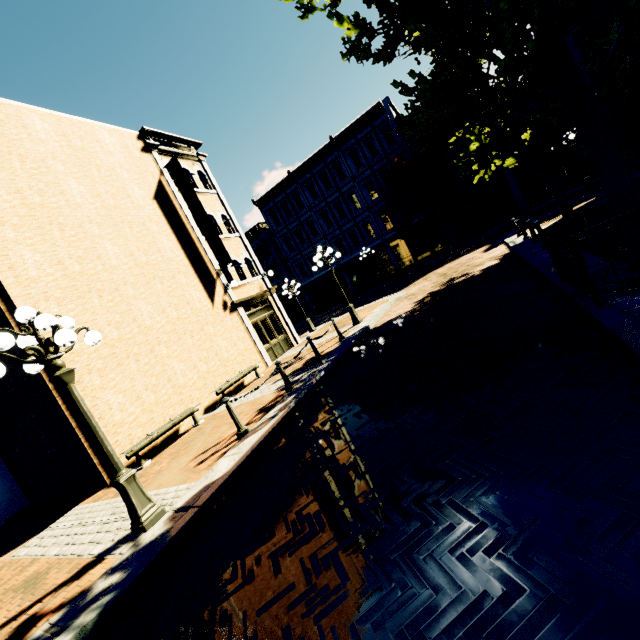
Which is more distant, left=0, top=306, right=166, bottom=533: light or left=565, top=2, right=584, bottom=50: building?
left=565, top=2, right=584, bottom=50: building

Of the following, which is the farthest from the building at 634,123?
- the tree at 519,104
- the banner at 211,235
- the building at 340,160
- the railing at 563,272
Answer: the banner at 211,235

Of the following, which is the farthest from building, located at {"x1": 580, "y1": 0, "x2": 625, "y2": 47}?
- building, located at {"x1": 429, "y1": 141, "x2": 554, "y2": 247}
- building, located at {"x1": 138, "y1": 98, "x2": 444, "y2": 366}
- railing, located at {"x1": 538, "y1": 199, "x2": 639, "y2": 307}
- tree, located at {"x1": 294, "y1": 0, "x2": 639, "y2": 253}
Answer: building, located at {"x1": 138, "y1": 98, "x2": 444, "y2": 366}

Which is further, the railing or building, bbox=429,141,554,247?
building, bbox=429,141,554,247

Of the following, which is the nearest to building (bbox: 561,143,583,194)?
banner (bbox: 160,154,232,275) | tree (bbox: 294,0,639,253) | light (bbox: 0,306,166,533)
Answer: tree (bbox: 294,0,639,253)

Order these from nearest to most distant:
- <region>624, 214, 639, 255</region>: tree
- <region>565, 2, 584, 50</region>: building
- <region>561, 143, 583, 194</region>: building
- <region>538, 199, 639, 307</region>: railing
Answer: <region>538, 199, 639, 307</region>: railing
<region>624, 214, 639, 255</region>: tree
<region>565, 2, 584, 50</region>: building
<region>561, 143, 583, 194</region>: building

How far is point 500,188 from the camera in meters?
24.3

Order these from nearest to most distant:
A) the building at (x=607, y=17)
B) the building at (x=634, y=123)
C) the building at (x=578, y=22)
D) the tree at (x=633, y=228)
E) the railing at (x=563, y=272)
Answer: the railing at (x=563, y=272) → the tree at (x=633, y=228) → the building at (x=607, y=17) → the building at (x=634, y=123) → the building at (x=578, y=22)
